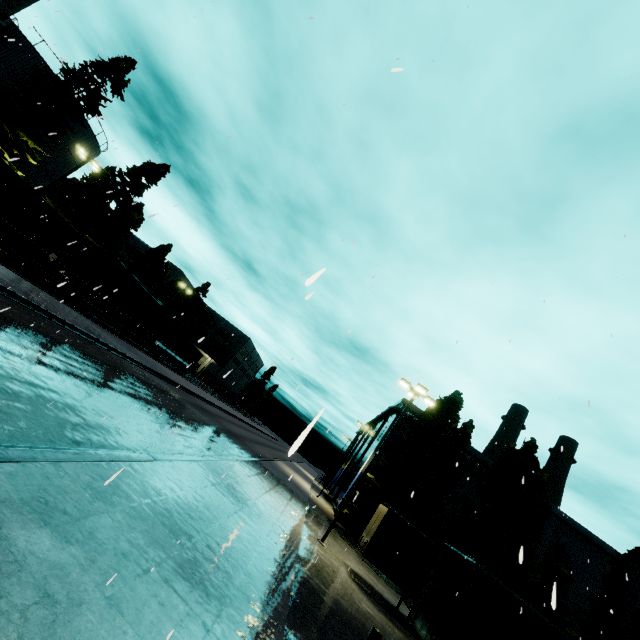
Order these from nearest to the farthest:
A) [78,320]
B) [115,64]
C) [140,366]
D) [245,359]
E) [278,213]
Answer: [278,213]
[245,359]
[78,320]
[140,366]
[115,64]

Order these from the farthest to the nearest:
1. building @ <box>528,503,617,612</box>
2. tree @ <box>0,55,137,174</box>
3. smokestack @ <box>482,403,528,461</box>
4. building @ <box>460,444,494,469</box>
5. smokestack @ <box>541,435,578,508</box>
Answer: smokestack @ <box>482,403,528,461</box>
smokestack @ <box>541,435,578,508</box>
building @ <box>460,444,494,469</box>
building @ <box>528,503,617,612</box>
tree @ <box>0,55,137,174</box>

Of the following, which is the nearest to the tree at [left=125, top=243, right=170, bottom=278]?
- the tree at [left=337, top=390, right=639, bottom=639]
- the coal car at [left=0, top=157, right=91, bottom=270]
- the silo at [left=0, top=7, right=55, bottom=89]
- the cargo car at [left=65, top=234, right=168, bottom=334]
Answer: the silo at [left=0, top=7, right=55, bottom=89]

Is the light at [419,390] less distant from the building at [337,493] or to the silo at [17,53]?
the building at [337,493]

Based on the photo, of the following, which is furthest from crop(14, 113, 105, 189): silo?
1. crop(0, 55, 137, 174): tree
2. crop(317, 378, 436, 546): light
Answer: crop(317, 378, 436, 546): light

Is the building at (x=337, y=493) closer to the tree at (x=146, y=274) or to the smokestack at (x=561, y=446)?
the smokestack at (x=561, y=446)

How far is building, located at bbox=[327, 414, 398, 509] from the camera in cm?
3894

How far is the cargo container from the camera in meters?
37.5 m
